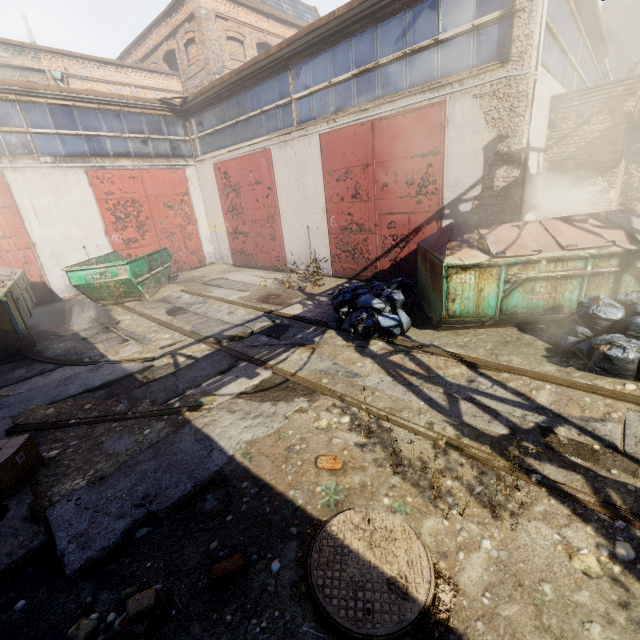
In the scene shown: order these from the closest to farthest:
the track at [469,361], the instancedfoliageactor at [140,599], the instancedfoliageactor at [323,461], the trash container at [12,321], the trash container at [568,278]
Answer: the instancedfoliageactor at [140,599] → the instancedfoliageactor at [323,461] → the track at [469,361] → the trash container at [568,278] → the trash container at [12,321]

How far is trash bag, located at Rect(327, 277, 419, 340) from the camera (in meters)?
5.90

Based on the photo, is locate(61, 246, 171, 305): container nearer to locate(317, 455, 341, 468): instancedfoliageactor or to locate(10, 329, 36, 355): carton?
locate(10, 329, 36, 355): carton

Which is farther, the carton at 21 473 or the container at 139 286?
the container at 139 286

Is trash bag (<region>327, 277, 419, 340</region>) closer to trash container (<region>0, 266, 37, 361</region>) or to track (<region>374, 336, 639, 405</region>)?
track (<region>374, 336, 639, 405</region>)

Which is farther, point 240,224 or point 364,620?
point 240,224

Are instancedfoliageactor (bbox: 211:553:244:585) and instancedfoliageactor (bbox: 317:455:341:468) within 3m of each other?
yes

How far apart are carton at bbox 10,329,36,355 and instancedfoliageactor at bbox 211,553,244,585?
7.4 meters
